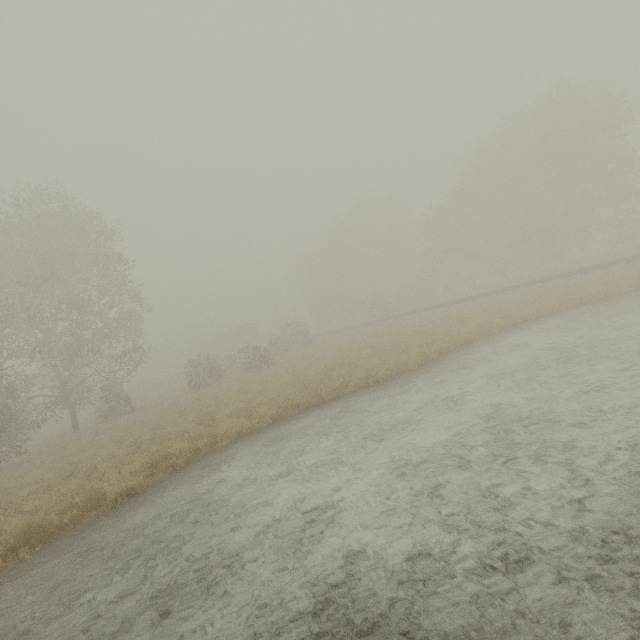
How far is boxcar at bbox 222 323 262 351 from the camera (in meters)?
54.59

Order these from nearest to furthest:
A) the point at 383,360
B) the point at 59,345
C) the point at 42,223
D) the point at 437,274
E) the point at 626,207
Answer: the point at 383,360
the point at 42,223
the point at 626,207
the point at 59,345
the point at 437,274

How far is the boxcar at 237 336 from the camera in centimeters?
5459cm
